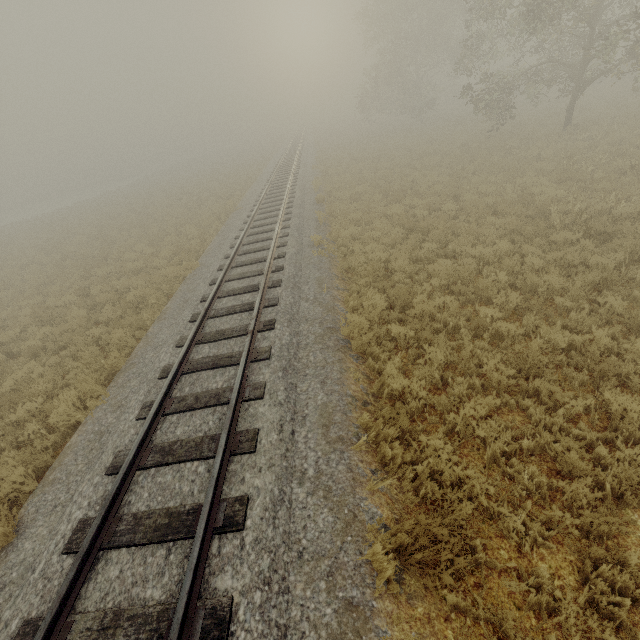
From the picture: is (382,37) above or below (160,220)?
above
